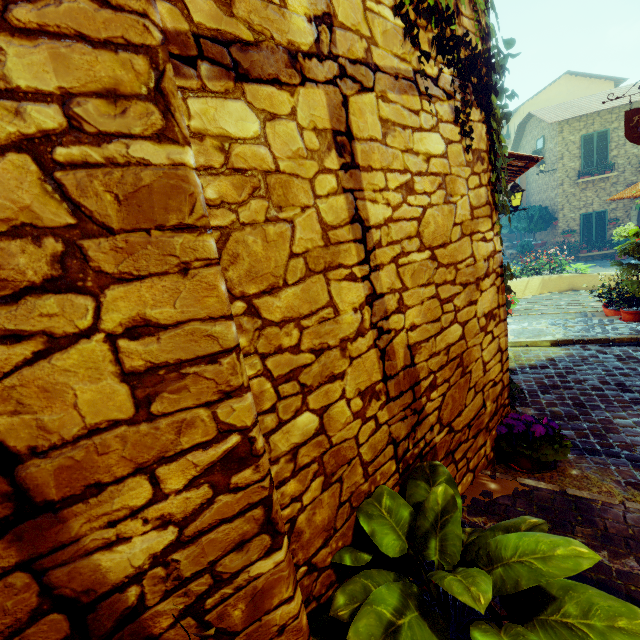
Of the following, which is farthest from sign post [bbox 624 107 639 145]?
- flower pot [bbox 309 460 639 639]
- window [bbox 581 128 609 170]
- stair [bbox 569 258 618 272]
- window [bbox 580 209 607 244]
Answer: window [bbox 580 209 607 244]

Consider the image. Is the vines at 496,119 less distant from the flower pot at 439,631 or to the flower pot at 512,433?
the flower pot at 512,433

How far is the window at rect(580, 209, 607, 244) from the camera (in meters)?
16.38

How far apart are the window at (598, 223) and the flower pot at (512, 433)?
18.9 meters

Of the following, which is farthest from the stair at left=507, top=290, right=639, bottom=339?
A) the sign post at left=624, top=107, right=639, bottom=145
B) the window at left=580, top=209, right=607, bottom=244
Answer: the sign post at left=624, top=107, right=639, bottom=145

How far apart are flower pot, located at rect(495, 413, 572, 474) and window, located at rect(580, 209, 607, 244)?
18.9m

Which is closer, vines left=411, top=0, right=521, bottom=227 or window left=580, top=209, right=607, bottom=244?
vines left=411, top=0, right=521, bottom=227

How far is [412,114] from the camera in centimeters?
183cm
